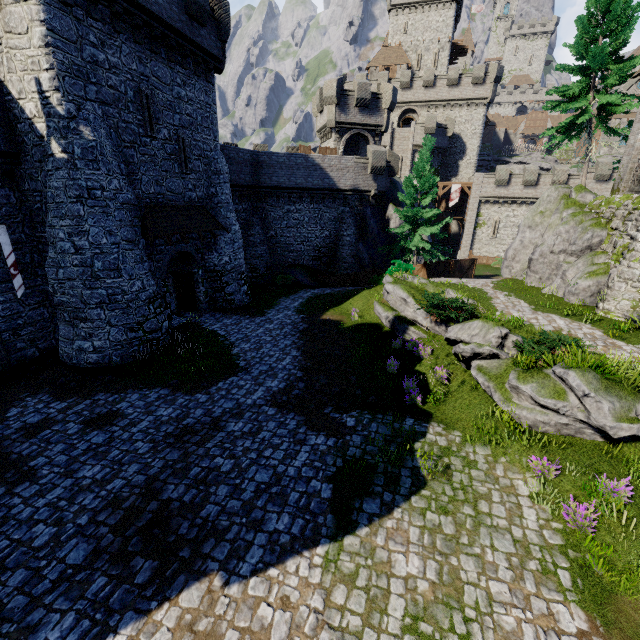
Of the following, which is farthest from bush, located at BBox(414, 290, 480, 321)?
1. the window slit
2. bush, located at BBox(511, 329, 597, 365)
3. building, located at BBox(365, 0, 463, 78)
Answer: building, located at BBox(365, 0, 463, 78)

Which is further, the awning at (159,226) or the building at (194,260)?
the building at (194,260)

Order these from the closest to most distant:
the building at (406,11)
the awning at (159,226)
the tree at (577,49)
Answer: the awning at (159,226)
the tree at (577,49)
the building at (406,11)

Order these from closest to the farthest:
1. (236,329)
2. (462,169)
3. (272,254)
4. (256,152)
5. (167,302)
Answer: (167,302) < (236,329) < (256,152) < (272,254) < (462,169)

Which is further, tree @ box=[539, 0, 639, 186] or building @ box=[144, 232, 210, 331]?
tree @ box=[539, 0, 639, 186]

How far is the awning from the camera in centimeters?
1488cm

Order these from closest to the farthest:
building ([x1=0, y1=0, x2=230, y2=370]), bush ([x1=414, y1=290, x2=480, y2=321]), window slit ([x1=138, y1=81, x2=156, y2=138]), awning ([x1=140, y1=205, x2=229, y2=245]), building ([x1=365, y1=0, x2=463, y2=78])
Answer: building ([x1=0, y1=0, x2=230, y2=370])
bush ([x1=414, y1=290, x2=480, y2=321])
window slit ([x1=138, y1=81, x2=156, y2=138])
awning ([x1=140, y1=205, x2=229, y2=245])
building ([x1=365, y1=0, x2=463, y2=78])

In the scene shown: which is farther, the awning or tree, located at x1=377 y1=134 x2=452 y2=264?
tree, located at x1=377 y1=134 x2=452 y2=264
